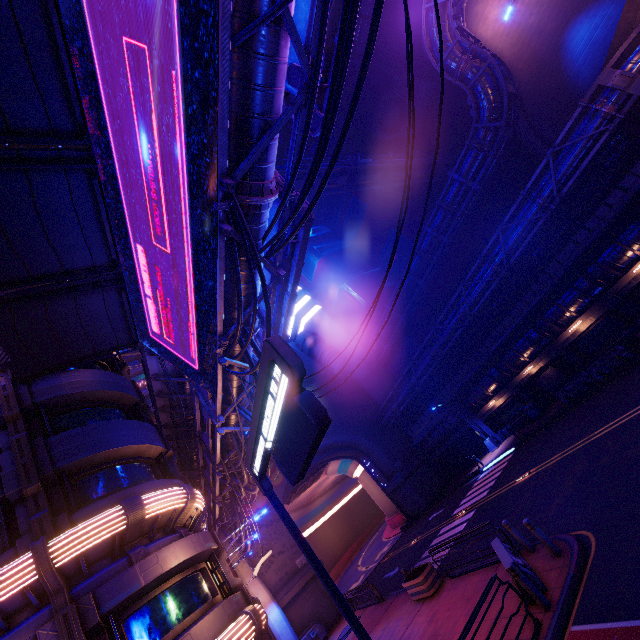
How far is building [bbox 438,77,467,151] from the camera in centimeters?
4650cm

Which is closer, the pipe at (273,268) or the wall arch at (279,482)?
the pipe at (273,268)

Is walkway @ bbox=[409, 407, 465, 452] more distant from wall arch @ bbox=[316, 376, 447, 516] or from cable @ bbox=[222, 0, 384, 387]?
cable @ bbox=[222, 0, 384, 387]

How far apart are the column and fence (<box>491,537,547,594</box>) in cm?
2136

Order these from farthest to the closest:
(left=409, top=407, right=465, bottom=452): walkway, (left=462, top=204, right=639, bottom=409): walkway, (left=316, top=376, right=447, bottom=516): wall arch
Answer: (left=316, top=376, right=447, bottom=516): wall arch, (left=409, top=407, right=465, bottom=452): walkway, (left=462, top=204, right=639, bottom=409): walkway

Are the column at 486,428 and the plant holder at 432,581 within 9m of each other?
no

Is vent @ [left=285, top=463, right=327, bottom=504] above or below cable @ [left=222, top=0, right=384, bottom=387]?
above

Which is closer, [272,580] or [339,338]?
[272,580]
